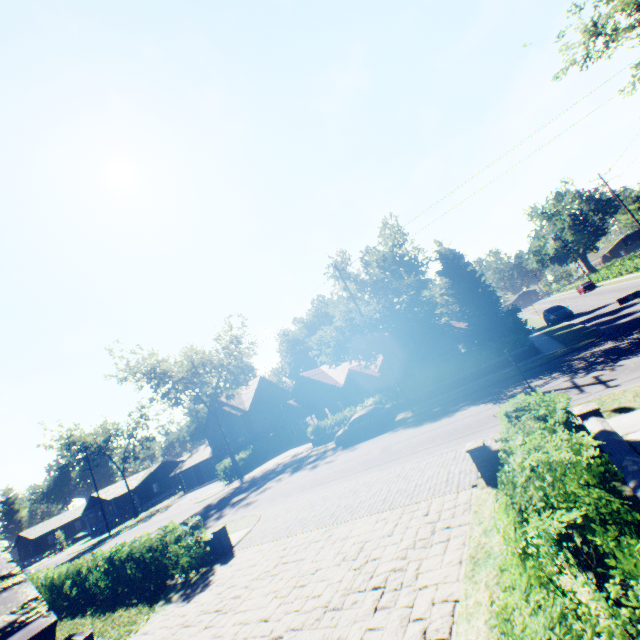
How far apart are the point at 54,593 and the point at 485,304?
31.4m

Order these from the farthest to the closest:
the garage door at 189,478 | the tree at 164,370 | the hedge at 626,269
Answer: the garage door at 189,478 < the hedge at 626,269 < the tree at 164,370

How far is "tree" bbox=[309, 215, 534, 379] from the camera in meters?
23.4 m

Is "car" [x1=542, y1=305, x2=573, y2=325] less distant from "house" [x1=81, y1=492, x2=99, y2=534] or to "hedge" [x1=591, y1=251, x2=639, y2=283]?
"hedge" [x1=591, y1=251, x2=639, y2=283]

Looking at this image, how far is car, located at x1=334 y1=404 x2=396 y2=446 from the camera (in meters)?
21.33

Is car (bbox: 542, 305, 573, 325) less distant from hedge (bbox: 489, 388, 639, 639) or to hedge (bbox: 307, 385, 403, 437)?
hedge (bbox: 307, 385, 403, 437)

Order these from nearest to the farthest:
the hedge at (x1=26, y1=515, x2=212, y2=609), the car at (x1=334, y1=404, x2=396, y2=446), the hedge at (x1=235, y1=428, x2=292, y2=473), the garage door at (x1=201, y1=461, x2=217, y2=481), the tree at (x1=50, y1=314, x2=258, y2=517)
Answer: the hedge at (x1=26, y1=515, x2=212, y2=609) → the car at (x1=334, y1=404, x2=396, y2=446) → the tree at (x1=50, y1=314, x2=258, y2=517) → the hedge at (x1=235, y1=428, x2=292, y2=473) → the garage door at (x1=201, y1=461, x2=217, y2=481)

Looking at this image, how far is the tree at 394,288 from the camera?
23.4m
